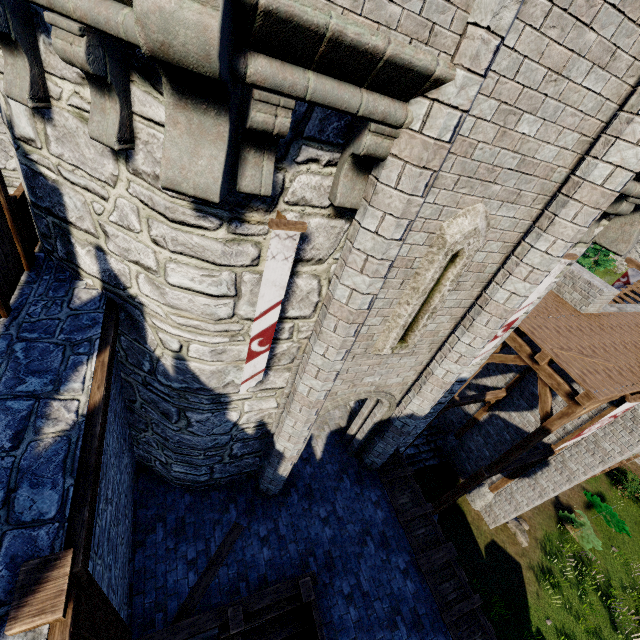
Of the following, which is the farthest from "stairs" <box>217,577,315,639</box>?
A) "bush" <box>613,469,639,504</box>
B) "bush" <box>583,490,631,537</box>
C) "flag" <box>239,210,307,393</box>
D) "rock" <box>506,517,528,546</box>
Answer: "bush" <box>613,469,639,504</box>

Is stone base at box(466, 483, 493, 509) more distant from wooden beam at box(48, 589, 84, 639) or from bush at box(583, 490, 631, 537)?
wooden beam at box(48, 589, 84, 639)

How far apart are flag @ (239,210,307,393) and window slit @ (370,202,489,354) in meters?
1.9 m

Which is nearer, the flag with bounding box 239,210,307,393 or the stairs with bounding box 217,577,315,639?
the flag with bounding box 239,210,307,393

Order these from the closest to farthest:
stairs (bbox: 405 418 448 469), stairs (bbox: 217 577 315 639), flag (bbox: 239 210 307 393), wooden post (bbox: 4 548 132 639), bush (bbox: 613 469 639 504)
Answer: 1. wooden post (bbox: 4 548 132 639)
2. flag (bbox: 239 210 307 393)
3. stairs (bbox: 217 577 315 639)
4. stairs (bbox: 405 418 448 469)
5. bush (bbox: 613 469 639 504)

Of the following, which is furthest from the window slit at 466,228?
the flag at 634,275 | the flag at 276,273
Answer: the flag at 634,275

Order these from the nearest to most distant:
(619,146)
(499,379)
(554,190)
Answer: (619,146) < (554,190) < (499,379)

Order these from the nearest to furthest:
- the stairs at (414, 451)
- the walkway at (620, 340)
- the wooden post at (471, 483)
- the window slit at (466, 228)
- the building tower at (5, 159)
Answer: the window slit at (466, 228), the building tower at (5, 159), the walkway at (620, 340), the wooden post at (471, 483), the stairs at (414, 451)
